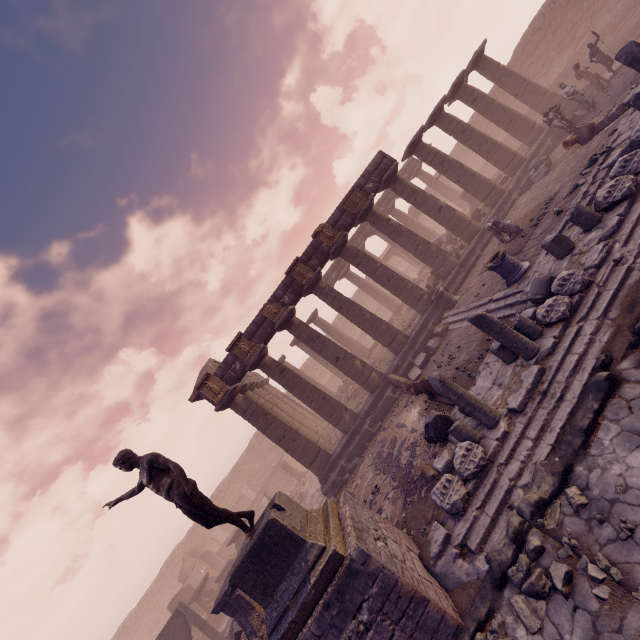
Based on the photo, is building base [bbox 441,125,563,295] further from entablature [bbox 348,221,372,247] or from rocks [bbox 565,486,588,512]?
rocks [bbox 565,486,588,512]

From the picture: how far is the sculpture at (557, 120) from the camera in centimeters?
1396cm

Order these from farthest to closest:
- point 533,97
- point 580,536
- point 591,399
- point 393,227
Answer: point 533,97 < point 393,227 < point 591,399 < point 580,536

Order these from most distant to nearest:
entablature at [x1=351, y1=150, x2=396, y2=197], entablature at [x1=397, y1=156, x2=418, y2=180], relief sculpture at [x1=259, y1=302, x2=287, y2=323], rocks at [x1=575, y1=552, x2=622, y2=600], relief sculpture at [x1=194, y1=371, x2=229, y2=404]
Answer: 1. entablature at [x1=397, y1=156, x2=418, y2=180]
2. entablature at [x1=351, y1=150, x2=396, y2=197]
3. relief sculpture at [x1=259, y1=302, x2=287, y2=323]
4. relief sculpture at [x1=194, y1=371, x2=229, y2=404]
5. rocks at [x1=575, y1=552, x2=622, y2=600]

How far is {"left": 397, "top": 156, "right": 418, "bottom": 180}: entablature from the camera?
27.53m

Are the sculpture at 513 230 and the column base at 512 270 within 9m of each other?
yes

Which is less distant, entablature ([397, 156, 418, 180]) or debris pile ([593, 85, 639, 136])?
debris pile ([593, 85, 639, 136])

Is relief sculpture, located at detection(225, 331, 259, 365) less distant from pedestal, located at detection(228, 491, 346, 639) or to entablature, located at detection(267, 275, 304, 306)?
entablature, located at detection(267, 275, 304, 306)
